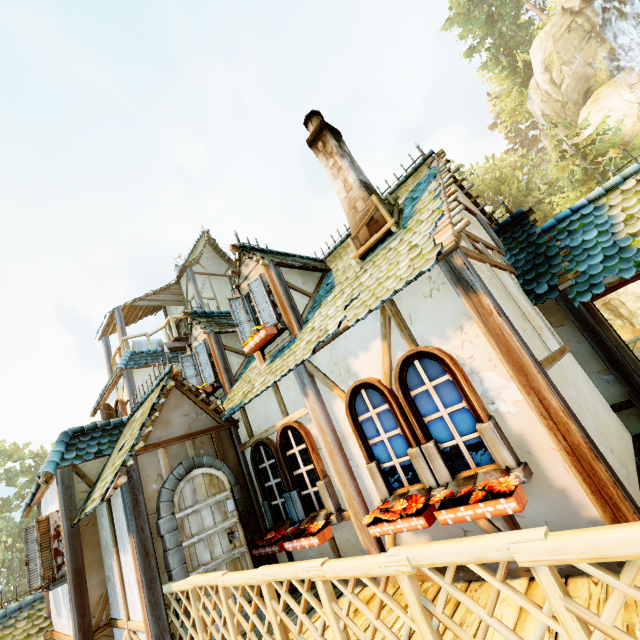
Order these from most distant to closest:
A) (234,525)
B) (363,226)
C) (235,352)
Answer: (235,352)
(363,226)
(234,525)

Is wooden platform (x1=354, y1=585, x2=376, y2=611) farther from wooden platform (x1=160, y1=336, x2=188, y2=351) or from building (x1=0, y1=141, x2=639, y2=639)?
wooden platform (x1=160, y1=336, x2=188, y2=351)

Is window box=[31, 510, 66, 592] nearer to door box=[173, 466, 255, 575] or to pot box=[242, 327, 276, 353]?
door box=[173, 466, 255, 575]

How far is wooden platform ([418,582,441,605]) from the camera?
3.25m

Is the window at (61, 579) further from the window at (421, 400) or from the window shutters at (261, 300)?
the window at (421, 400)

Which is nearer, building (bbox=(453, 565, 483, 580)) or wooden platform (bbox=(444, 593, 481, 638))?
wooden platform (bbox=(444, 593, 481, 638))

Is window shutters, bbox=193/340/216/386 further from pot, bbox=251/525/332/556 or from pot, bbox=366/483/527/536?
pot, bbox=366/483/527/536

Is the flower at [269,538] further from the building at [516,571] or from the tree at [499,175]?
the tree at [499,175]
